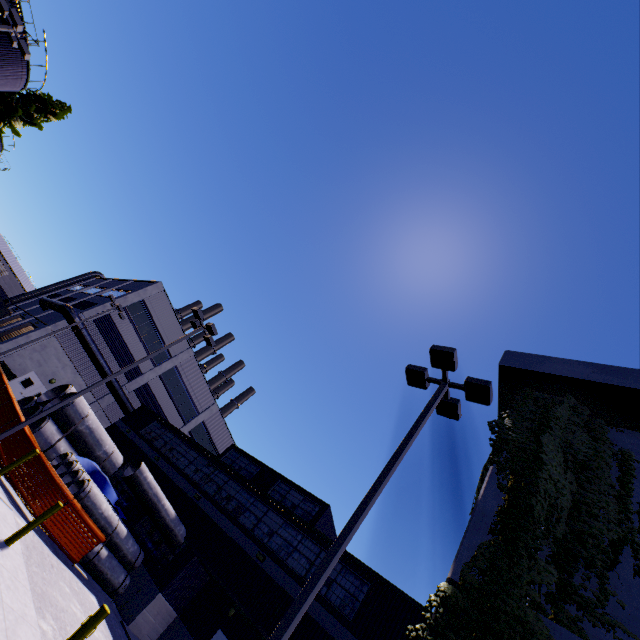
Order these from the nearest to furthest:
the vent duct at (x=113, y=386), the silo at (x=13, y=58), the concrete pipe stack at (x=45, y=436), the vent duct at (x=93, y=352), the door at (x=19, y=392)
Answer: the concrete pipe stack at (x=45, y=436)
the silo at (x=13, y=58)
the door at (x=19, y=392)
the vent duct at (x=93, y=352)
the vent duct at (x=113, y=386)

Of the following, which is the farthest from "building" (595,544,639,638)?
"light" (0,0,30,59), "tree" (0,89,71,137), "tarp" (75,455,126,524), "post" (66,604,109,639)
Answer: "tree" (0,89,71,137)

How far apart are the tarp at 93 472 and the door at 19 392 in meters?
14.6

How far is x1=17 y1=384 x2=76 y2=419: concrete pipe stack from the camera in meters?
19.2

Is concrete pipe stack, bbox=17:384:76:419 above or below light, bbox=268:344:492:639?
below

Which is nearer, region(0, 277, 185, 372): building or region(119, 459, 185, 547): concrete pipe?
region(119, 459, 185, 547): concrete pipe

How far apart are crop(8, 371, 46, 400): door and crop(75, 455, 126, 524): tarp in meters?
14.6 m

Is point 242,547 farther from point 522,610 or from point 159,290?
point 159,290
